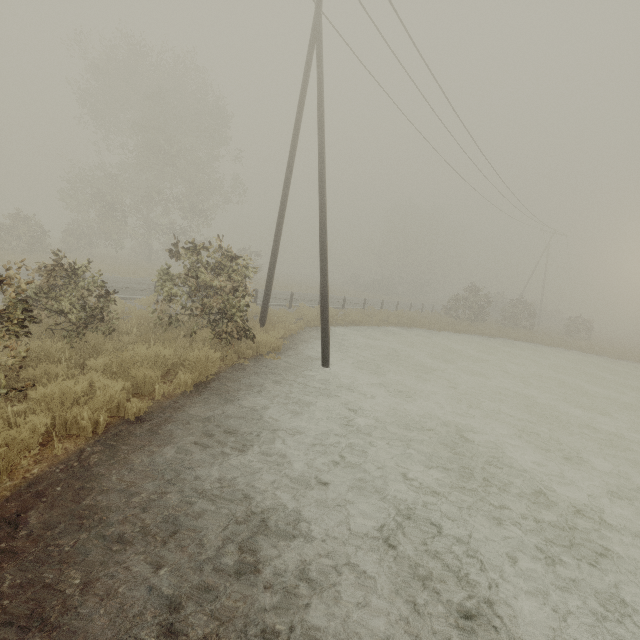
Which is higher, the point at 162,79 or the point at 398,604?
the point at 162,79

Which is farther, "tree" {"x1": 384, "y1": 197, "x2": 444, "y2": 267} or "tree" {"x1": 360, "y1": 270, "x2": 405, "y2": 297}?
"tree" {"x1": 384, "y1": 197, "x2": 444, "y2": 267}

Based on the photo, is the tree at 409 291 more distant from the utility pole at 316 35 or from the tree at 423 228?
the utility pole at 316 35

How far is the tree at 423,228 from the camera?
56.6 meters

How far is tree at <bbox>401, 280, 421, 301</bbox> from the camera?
53.7 meters

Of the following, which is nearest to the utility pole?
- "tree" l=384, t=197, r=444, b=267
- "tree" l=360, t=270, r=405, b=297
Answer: "tree" l=360, t=270, r=405, b=297

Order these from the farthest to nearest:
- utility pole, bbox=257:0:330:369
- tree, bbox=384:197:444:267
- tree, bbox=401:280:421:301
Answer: tree, bbox=384:197:444:267 → tree, bbox=401:280:421:301 → utility pole, bbox=257:0:330:369
